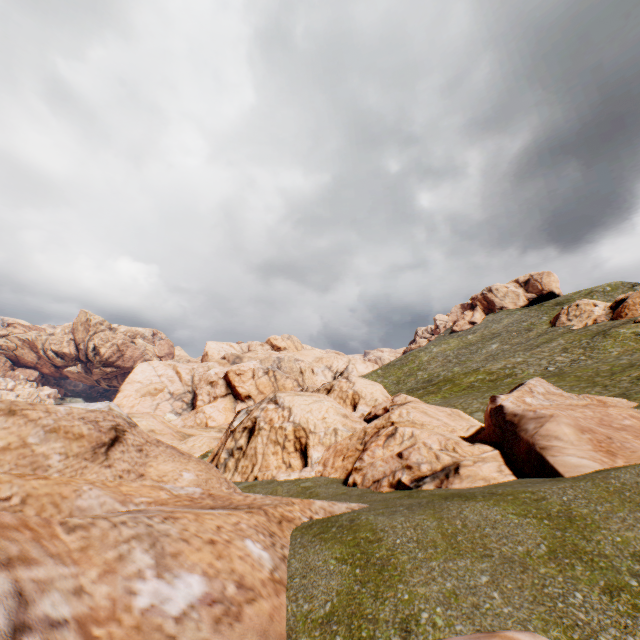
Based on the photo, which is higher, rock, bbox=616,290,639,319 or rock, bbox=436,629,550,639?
rock, bbox=616,290,639,319

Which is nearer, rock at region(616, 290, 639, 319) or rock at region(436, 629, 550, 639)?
rock at region(436, 629, 550, 639)

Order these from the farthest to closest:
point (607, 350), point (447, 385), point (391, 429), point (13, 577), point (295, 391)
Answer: point (447, 385) → point (607, 350) → point (295, 391) → point (391, 429) → point (13, 577)

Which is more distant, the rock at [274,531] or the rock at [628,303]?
the rock at [628,303]
